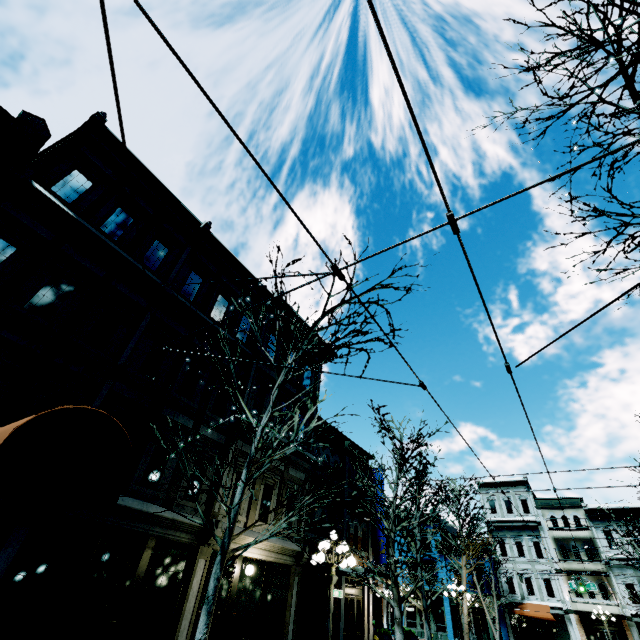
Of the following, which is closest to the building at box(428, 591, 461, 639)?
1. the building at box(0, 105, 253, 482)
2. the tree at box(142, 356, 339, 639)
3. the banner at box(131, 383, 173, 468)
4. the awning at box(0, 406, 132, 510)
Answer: the building at box(0, 105, 253, 482)

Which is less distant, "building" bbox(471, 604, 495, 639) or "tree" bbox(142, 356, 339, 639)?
"tree" bbox(142, 356, 339, 639)

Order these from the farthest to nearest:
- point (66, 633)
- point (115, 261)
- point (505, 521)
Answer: point (505, 521), point (115, 261), point (66, 633)

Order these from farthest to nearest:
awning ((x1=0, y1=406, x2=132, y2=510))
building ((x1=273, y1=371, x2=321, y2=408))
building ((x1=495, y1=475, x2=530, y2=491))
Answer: Answer: building ((x1=495, y1=475, x2=530, y2=491)) → building ((x1=273, y1=371, x2=321, y2=408)) → awning ((x1=0, y1=406, x2=132, y2=510))

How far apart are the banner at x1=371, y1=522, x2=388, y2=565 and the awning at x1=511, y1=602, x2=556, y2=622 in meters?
22.0

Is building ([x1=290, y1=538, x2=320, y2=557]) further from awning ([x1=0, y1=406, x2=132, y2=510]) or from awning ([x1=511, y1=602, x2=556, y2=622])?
awning ([x1=511, y1=602, x2=556, y2=622])

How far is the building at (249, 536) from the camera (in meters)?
10.99

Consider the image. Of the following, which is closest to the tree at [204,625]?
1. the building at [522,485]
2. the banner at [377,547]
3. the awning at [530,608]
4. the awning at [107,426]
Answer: the banner at [377,547]
